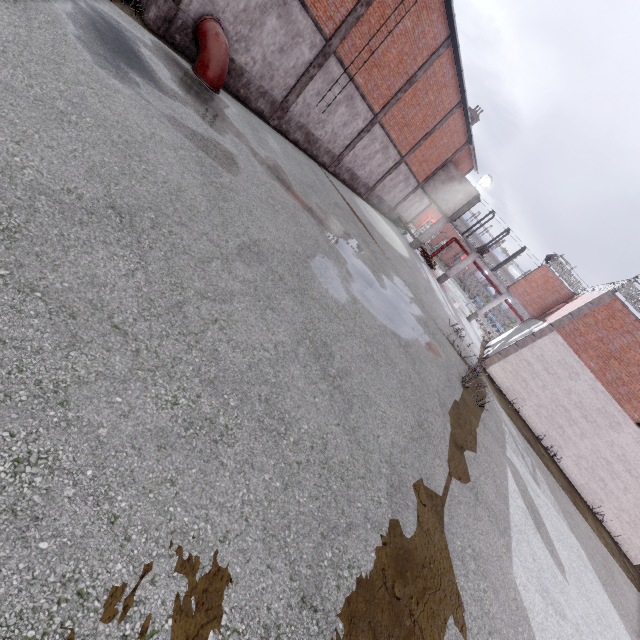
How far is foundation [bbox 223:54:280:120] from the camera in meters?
12.4 m

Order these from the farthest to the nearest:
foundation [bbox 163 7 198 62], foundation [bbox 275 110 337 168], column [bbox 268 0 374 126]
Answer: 1. foundation [bbox 275 110 337 168]
2. column [bbox 268 0 374 126]
3. foundation [bbox 163 7 198 62]

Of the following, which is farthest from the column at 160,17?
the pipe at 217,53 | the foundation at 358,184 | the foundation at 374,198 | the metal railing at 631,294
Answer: the metal railing at 631,294

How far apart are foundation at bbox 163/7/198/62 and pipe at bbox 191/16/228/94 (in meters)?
Result: 0.05

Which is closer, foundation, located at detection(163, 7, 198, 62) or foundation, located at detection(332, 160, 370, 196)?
foundation, located at detection(163, 7, 198, 62)

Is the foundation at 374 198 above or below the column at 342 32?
below

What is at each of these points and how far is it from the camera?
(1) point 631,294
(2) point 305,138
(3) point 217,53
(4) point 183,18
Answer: (1) metal railing, 16.0m
(2) foundation, 17.2m
(3) pipe, 10.5m
(4) foundation, 10.2m
